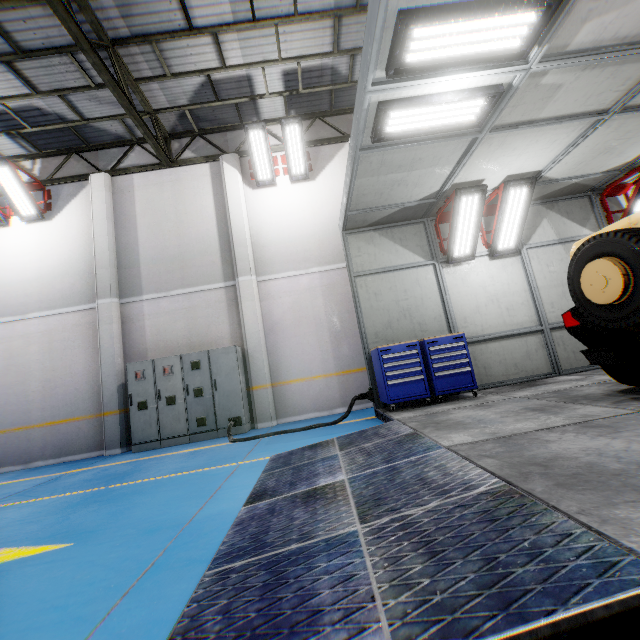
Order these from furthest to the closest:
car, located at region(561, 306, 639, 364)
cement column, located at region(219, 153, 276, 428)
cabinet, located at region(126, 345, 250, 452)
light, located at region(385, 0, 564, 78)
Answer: cement column, located at region(219, 153, 276, 428), cabinet, located at region(126, 345, 250, 452), car, located at region(561, 306, 639, 364), light, located at region(385, 0, 564, 78)

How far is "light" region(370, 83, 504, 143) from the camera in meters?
4.0 m

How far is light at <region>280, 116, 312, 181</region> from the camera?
8.8 meters

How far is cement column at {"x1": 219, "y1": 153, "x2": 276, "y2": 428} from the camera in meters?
8.4 m

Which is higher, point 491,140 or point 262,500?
point 491,140

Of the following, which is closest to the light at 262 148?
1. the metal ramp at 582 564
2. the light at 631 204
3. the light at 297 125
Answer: the light at 297 125

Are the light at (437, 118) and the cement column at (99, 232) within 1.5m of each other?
no

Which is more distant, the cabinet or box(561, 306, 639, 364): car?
the cabinet
